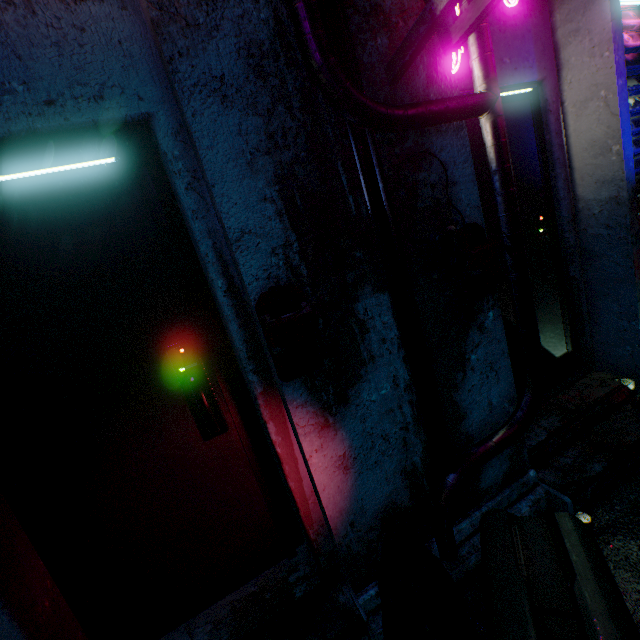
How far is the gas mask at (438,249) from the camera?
1.4m

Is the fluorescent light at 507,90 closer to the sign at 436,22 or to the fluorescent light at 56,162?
the sign at 436,22

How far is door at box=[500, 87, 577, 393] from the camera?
2.08m

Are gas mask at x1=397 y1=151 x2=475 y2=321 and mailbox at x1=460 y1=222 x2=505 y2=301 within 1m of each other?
yes

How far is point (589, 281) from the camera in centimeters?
233cm

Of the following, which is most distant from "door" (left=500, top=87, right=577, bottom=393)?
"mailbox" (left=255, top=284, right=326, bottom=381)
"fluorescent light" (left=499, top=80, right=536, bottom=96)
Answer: "mailbox" (left=255, top=284, right=326, bottom=381)

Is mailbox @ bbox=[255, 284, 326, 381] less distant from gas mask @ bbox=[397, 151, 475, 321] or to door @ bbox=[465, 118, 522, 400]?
gas mask @ bbox=[397, 151, 475, 321]

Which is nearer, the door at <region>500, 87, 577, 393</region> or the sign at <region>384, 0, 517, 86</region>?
the sign at <region>384, 0, 517, 86</region>
